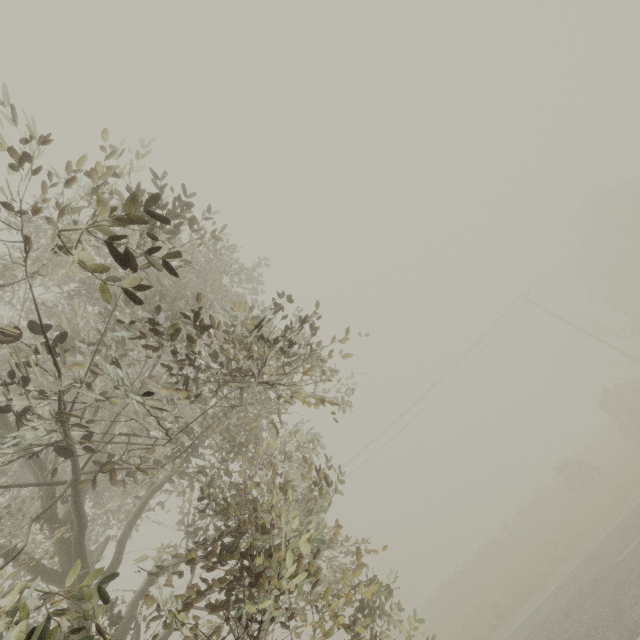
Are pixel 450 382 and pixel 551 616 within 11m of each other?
no
